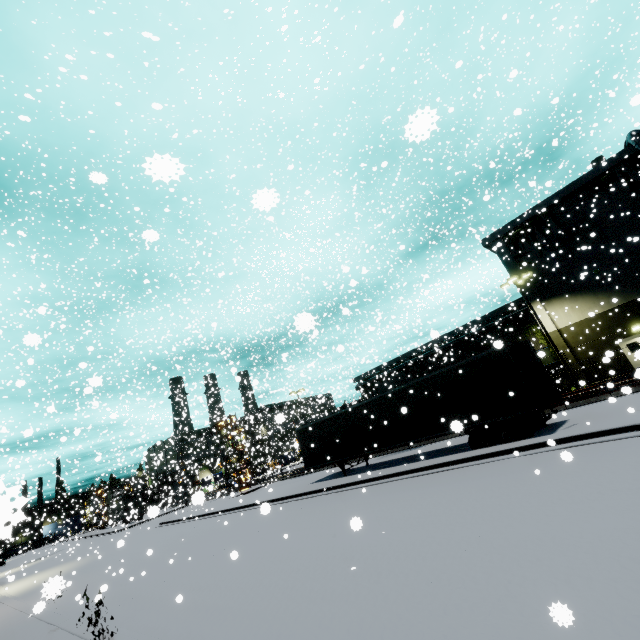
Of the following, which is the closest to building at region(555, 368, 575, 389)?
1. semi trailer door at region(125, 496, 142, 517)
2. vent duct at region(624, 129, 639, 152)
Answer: vent duct at region(624, 129, 639, 152)

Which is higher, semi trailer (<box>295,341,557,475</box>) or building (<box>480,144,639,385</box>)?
building (<box>480,144,639,385</box>)

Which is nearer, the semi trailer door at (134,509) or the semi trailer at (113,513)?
the semi trailer door at (134,509)

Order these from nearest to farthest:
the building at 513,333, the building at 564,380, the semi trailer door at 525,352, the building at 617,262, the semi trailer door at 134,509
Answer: the semi trailer door at 525,352, the semi trailer door at 134,509, the building at 617,262, the building at 564,380, the building at 513,333

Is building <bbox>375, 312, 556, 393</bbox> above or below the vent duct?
below

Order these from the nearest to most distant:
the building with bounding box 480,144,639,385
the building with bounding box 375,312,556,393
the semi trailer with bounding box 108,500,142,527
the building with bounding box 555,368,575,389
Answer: the building with bounding box 480,144,639,385, the building with bounding box 555,368,575,389, the building with bounding box 375,312,556,393, the semi trailer with bounding box 108,500,142,527

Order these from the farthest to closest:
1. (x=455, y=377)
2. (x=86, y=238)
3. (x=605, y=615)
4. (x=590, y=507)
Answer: (x=86, y=238) < (x=455, y=377) < (x=590, y=507) < (x=605, y=615)

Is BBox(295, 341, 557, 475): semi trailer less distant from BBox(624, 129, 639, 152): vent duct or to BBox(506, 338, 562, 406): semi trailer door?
BBox(506, 338, 562, 406): semi trailer door
